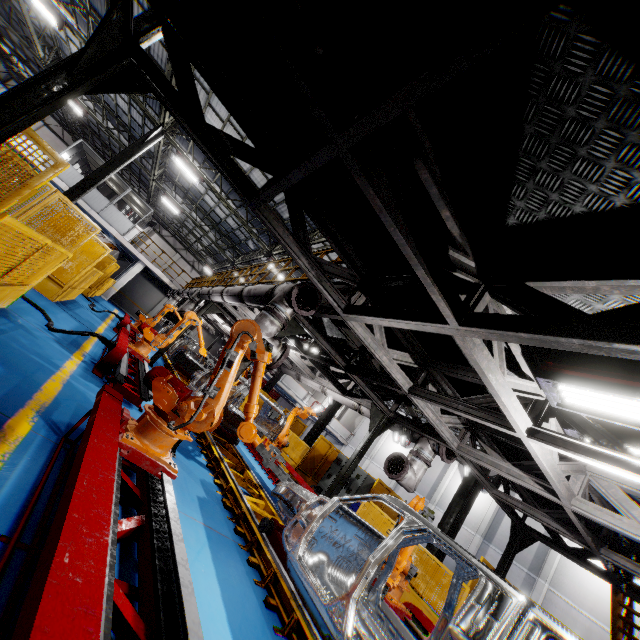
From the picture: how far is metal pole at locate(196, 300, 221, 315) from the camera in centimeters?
1309cm

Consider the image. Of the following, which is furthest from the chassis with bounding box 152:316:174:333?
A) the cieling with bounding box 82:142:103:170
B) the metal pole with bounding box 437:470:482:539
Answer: the cieling with bounding box 82:142:103:170

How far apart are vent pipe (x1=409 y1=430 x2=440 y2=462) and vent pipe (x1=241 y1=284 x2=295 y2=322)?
Result: 3.70m

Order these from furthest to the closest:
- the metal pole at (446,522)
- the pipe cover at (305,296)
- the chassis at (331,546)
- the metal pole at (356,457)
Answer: the metal pole at (446,522) < the metal pole at (356,457) < the pipe cover at (305,296) < the chassis at (331,546)

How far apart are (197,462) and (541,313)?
6.4m

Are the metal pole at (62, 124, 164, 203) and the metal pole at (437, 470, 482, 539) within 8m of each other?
no

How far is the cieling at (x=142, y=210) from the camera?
24.5m

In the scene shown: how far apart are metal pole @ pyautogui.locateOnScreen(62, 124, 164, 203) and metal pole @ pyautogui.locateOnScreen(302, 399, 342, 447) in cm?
1462
